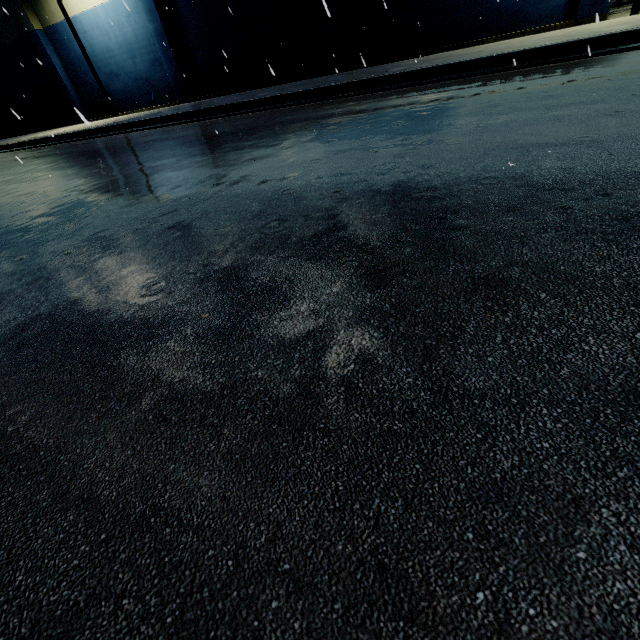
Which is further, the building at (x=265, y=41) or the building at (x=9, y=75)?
the building at (x=9, y=75)

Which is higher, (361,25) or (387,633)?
(361,25)

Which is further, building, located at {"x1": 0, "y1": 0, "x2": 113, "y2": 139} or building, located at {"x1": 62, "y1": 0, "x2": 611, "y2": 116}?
building, located at {"x1": 0, "y1": 0, "x2": 113, "y2": 139}
